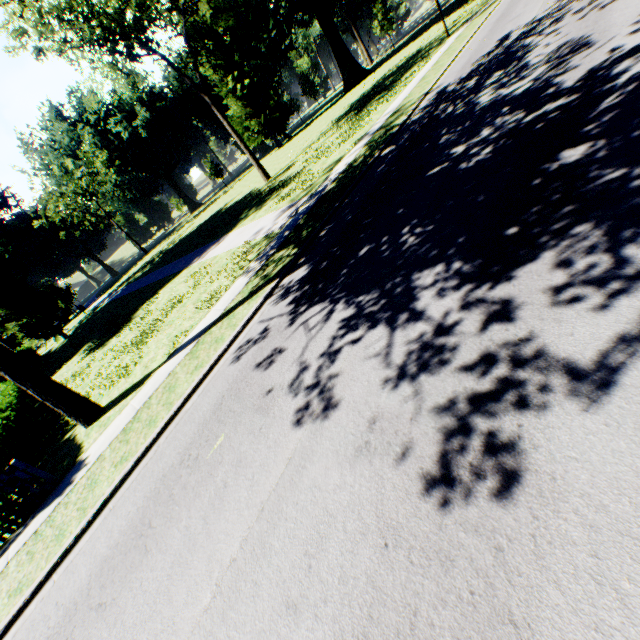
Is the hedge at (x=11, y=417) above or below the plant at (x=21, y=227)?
below

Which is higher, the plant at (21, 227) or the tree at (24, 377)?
the plant at (21, 227)

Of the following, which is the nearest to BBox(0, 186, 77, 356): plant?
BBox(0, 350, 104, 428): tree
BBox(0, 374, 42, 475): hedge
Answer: BBox(0, 350, 104, 428): tree

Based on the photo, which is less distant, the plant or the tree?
the tree

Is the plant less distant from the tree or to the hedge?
the tree

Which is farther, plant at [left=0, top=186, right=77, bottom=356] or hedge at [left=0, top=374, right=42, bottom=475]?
plant at [left=0, top=186, right=77, bottom=356]

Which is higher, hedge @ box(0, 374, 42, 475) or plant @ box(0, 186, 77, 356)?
plant @ box(0, 186, 77, 356)

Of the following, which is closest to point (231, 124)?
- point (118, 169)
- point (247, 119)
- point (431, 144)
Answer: point (247, 119)
